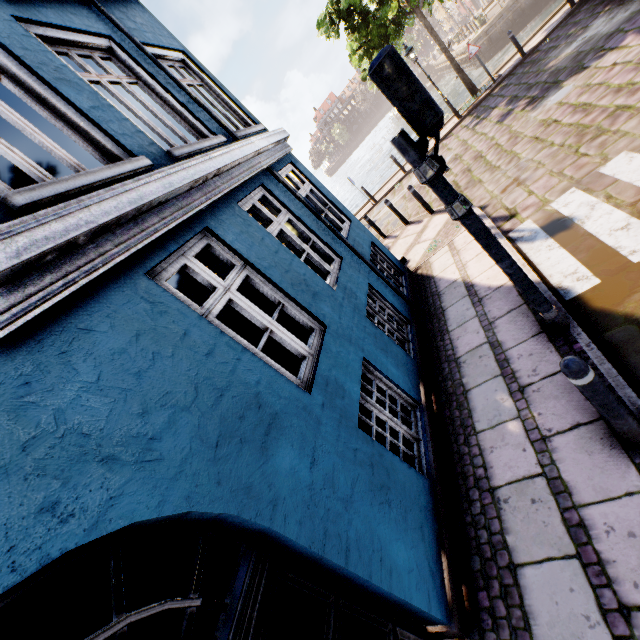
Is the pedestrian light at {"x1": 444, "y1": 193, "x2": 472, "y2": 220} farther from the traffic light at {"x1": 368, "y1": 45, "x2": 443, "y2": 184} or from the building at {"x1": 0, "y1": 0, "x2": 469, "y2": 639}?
the building at {"x1": 0, "y1": 0, "x2": 469, "y2": 639}

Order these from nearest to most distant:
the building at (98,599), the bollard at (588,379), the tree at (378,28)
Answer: the building at (98,599)
the bollard at (588,379)
the tree at (378,28)

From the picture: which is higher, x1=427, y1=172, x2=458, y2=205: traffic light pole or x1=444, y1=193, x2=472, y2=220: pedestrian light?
x1=427, y1=172, x2=458, y2=205: traffic light pole

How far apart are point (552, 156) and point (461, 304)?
4.0m

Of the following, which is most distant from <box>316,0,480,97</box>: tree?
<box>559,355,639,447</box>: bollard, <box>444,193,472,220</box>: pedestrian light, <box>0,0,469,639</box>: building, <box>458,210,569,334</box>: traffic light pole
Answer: <box>559,355,639,447</box>: bollard

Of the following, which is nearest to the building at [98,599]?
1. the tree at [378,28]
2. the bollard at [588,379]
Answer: the bollard at [588,379]

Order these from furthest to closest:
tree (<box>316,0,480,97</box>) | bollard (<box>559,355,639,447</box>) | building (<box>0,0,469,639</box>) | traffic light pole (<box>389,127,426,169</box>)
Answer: tree (<box>316,0,480,97</box>)
traffic light pole (<box>389,127,426,169</box>)
bollard (<box>559,355,639,447</box>)
building (<box>0,0,469,639</box>)

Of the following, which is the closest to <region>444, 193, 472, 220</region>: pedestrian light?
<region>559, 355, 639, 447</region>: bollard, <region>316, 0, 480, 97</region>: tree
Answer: <region>559, 355, 639, 447</region>: bollard
